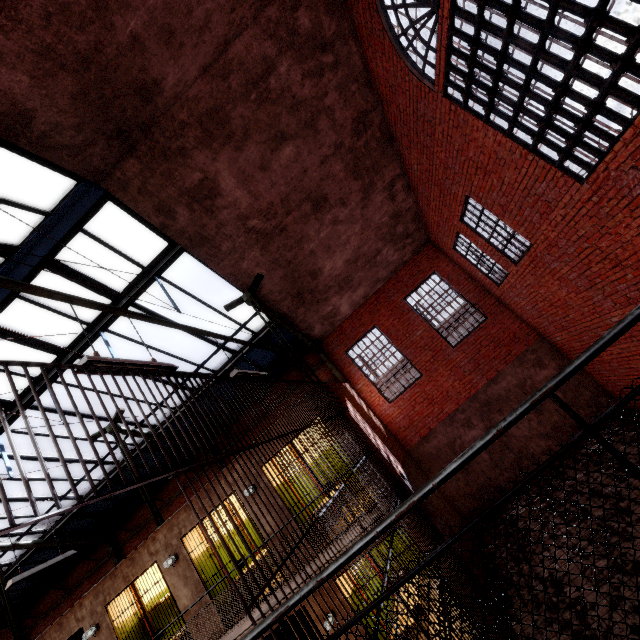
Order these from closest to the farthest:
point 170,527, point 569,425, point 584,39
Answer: point 584,39
point 170,527
point 569,425

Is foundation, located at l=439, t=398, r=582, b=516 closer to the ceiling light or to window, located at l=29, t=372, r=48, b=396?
window, located at l=29, t=372, r=48, b=396

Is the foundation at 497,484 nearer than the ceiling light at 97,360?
No

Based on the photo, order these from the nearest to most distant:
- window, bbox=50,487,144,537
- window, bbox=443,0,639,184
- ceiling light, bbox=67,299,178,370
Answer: ceiling light, bbox=67,299,178,370 → window, bbox=443,0,639,184 → window, bbox=50,487,144,537

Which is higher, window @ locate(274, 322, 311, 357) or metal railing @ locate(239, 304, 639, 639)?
window @ locate(274, 322, 311, 357)

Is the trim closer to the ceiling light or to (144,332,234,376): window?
(144,332,234,376): window

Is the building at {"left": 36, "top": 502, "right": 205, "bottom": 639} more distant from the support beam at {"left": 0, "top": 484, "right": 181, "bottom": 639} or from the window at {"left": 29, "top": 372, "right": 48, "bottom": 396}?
the window at {"left": 29, "top": 372, "right": 48, "bottom": 396}

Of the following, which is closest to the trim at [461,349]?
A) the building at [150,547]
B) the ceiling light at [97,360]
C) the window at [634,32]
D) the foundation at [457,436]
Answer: the foundation at [457,436]
